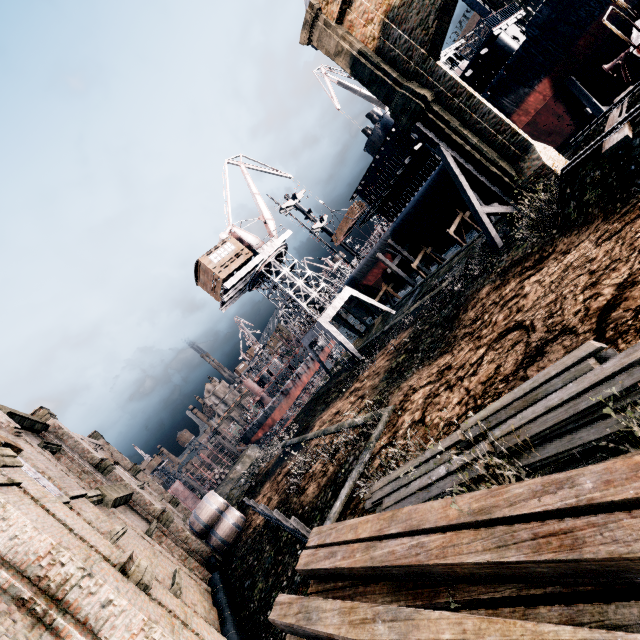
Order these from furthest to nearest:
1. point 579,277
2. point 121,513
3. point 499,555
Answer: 1. point 121,513
2. point 579,277
3. point 499,555

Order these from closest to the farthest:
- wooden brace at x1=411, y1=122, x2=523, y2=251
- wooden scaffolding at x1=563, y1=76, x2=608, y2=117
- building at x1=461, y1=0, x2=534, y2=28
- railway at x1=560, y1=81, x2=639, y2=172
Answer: railway at x1=560, y1=81, x2=639, y2=172 < wooden brace at x1=411, y1=122, x2=523, y2=251 < wooden scaffolding at x1=563, y1=76, x2=608, y2=117 < building at x1=461, y1=0, x2=534, y2=28

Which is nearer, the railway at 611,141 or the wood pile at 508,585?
the wood pile at 508,585

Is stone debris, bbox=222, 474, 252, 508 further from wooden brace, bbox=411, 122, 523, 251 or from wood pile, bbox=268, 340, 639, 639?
wooden brace, bbox=411, 122, 523, 251

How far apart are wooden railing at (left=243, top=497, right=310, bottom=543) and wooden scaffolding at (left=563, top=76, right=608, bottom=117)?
32.2m

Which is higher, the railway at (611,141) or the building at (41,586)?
the building at (41,586)

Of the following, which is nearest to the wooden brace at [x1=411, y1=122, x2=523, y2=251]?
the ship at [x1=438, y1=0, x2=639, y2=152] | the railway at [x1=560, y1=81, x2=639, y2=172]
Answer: the railway at [x1=560, y1=81, x2=639, y2=172]

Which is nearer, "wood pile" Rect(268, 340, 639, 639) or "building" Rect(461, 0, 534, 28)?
"wood pile" Rect(268, 340, 639, 639)
